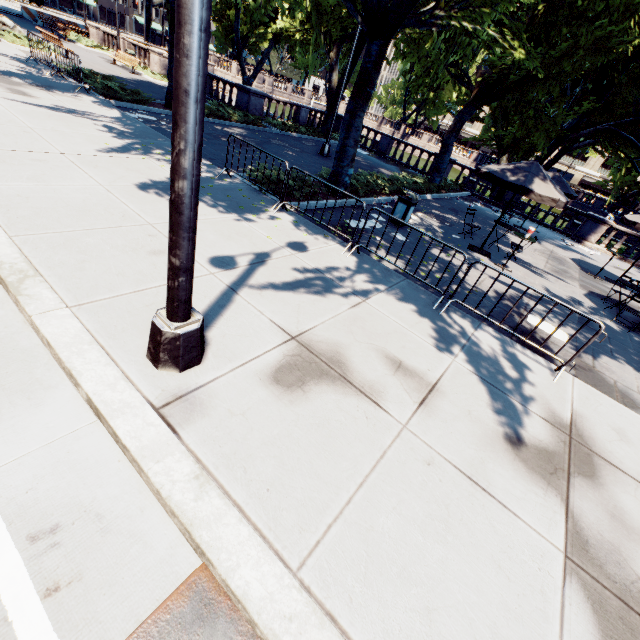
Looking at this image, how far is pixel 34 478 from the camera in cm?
238

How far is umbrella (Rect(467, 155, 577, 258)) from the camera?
8.97m

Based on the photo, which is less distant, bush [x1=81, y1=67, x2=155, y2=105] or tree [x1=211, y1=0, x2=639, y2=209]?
tree [x1=211, y1=0, x2=639, y2=209]

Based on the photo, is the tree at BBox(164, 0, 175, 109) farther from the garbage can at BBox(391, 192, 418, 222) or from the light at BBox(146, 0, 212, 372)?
the garbage can at BBox(391, 192, 418, 222)

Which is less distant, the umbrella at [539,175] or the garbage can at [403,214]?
the umbrella at [539,175]

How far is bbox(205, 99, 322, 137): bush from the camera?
16.88m

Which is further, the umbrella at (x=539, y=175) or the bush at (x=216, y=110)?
the bush at (x=216, y=110)

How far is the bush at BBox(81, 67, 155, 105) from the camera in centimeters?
1296cm
